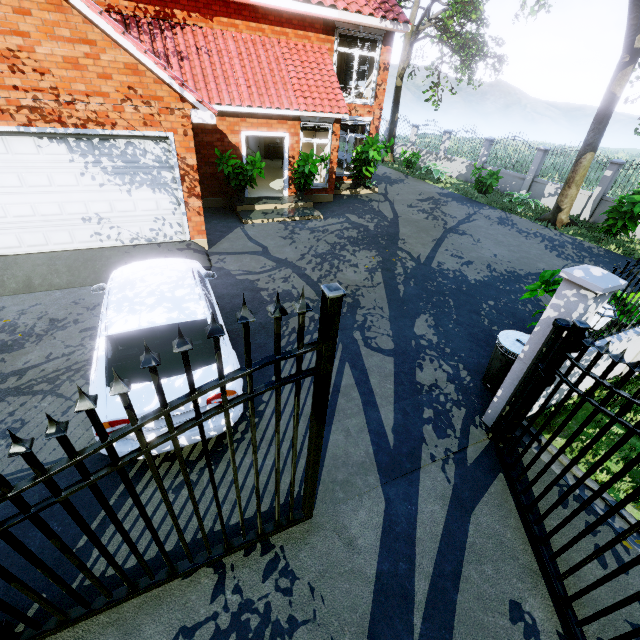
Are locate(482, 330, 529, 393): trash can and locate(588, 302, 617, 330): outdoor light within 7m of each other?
yes

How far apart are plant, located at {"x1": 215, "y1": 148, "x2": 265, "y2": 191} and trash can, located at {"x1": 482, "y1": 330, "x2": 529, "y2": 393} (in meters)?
9.01

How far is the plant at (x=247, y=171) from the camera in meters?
10.5 m

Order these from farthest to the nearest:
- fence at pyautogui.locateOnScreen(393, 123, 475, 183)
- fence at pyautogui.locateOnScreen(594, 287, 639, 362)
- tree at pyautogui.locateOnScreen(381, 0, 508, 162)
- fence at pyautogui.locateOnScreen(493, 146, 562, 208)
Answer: fence at pyautogui.locateOnScreen(393, 123, 475, 183), fence at pyautogui.locateOnScreen(493, 146, 562, 208), tree at pyautogui.locateOnScreen(381, 0, 508, 162), fence at pyautogui.locateOnScreen(594, 287, 639, 362)

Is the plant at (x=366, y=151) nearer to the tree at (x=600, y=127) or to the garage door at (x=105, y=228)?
the garage door at (x=105, y=228)

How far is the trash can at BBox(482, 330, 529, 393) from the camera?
4.9m

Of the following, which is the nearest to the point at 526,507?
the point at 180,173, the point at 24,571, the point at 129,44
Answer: the point at 24,571

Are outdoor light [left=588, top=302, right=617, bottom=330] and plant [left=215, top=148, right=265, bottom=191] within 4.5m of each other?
no
